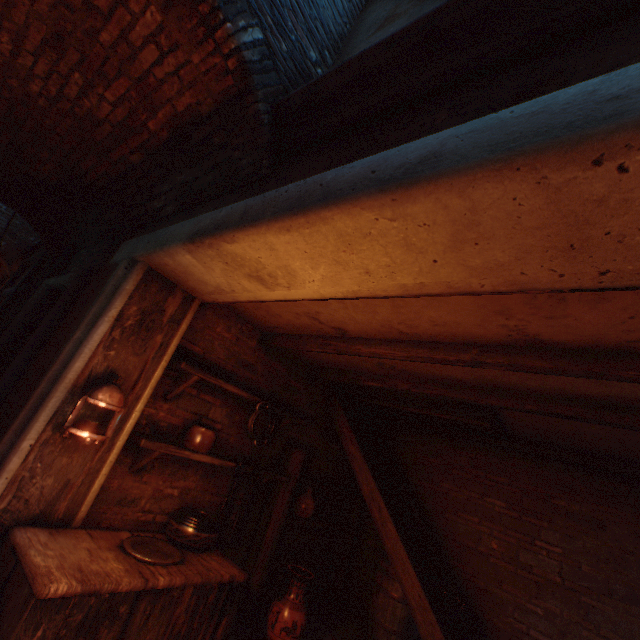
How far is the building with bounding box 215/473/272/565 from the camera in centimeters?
374cm

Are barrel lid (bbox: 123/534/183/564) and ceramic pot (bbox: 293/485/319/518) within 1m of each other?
no

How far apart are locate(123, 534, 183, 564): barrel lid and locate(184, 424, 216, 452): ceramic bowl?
0.8 meters

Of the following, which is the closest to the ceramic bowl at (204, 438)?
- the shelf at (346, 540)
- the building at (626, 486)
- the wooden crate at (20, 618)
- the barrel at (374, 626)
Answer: the building at (626, 486)

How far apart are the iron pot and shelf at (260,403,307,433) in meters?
0.1 m

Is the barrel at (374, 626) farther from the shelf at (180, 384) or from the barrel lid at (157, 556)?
the barrel lid at (157, 556)

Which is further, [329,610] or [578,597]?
[329,610]
